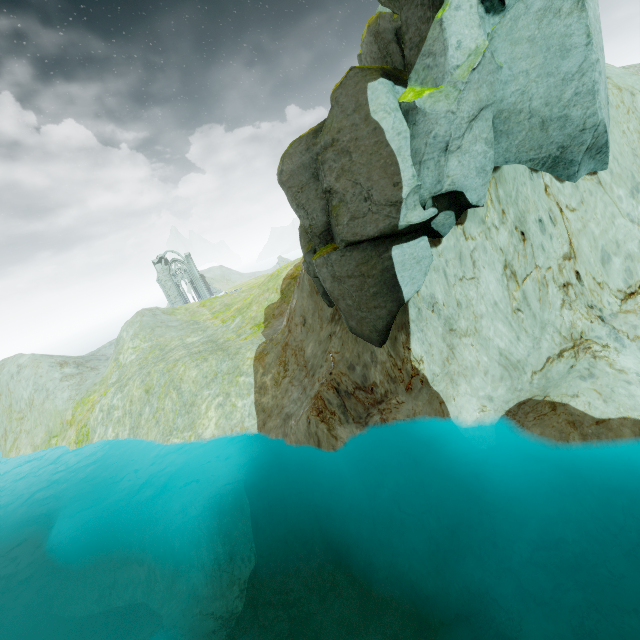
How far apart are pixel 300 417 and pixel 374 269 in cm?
810

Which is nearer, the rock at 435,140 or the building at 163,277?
the rock at 435,140

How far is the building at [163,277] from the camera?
58.1m

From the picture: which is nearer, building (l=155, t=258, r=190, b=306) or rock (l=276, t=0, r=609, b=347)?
rock (l=276, t=0, r=609, b=347)

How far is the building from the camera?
58.1m
